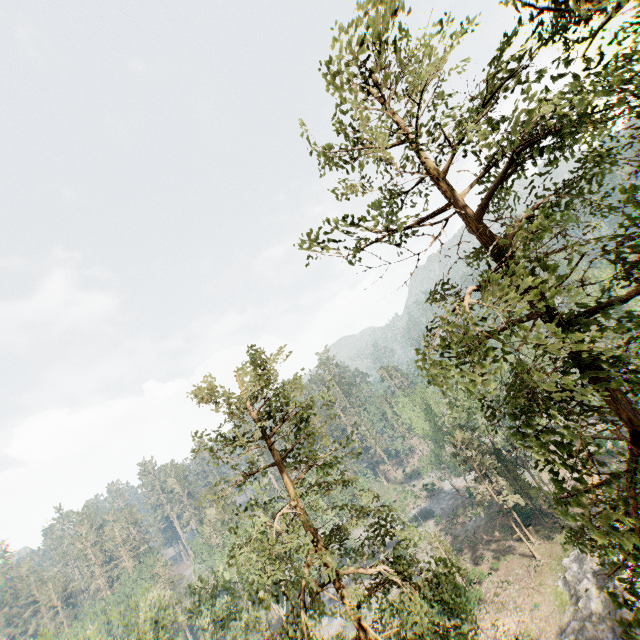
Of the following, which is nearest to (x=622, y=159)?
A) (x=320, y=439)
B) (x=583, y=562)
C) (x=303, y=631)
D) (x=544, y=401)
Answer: (x=544, y=401)

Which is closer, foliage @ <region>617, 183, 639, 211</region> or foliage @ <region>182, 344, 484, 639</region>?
foliage @ <region>617, 183, 639, 211</region>

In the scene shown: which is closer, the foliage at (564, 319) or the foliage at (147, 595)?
the foliage at (564, 319)

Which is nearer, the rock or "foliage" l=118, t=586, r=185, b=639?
"foliage" l=118, t=586, r=185, b=639

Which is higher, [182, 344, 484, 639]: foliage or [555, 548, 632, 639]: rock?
[182, 344, 484, 639]: foliage

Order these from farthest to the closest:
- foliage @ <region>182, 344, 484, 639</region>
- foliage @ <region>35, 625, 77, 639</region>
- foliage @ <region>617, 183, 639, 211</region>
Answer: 1. foliage @ <region>35, 625, 77, 639</region>
2. foliage @ <region>182, 344, 484, 639</region>
3. foliage @ <region>617, 183, 639, 211</region>

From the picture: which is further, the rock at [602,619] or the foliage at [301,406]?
the rock at [602,619]
